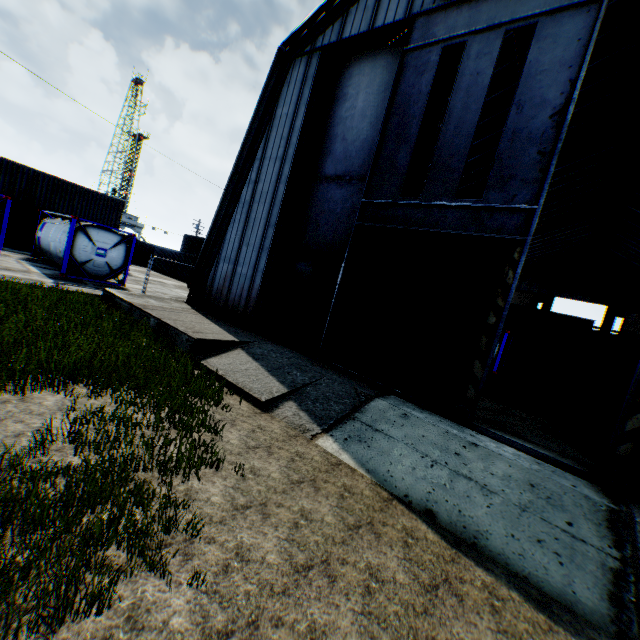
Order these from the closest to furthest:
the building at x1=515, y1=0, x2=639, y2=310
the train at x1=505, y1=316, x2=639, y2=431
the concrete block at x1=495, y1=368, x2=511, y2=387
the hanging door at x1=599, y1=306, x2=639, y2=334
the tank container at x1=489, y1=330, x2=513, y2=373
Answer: the train at x1=505, y1=316, x2=639, y2=431
the building at x1=515, y1=0, x2=639, y2=310
the concrete block at x1=495, y1=368, x2=511, y2=387
the tank container at x1=489, y1=330, x2=513, y2=373
the hanging door at x1=599, y1=306, x2=639, y2=334

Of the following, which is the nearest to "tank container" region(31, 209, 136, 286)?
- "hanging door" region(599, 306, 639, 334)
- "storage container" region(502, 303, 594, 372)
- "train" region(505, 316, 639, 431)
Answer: "train" region(505, 316, 639, 431)

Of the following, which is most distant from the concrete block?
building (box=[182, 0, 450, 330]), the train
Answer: building (box=[182, 0, 450, 330])

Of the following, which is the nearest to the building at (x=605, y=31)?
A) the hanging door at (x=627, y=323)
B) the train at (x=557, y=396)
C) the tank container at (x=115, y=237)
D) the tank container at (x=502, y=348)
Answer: the hanging door at (x=627, y=323)

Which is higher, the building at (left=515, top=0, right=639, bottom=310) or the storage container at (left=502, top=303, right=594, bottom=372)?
the building at (left=515, top=0, right=639, bottom=310)

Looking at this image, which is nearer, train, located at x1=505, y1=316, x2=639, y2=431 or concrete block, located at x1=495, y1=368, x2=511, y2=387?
train, located at x1=505, y1=316, x2=639, y2=431

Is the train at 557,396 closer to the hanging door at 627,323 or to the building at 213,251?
the building at 213,251

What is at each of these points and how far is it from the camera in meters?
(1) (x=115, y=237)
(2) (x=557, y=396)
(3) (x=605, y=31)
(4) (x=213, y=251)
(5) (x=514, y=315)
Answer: (1) tank container, 17.3
(2) train, 12.9
(3) building, 13.4
(4) building, 14.4
(5) storage container, 29.8
